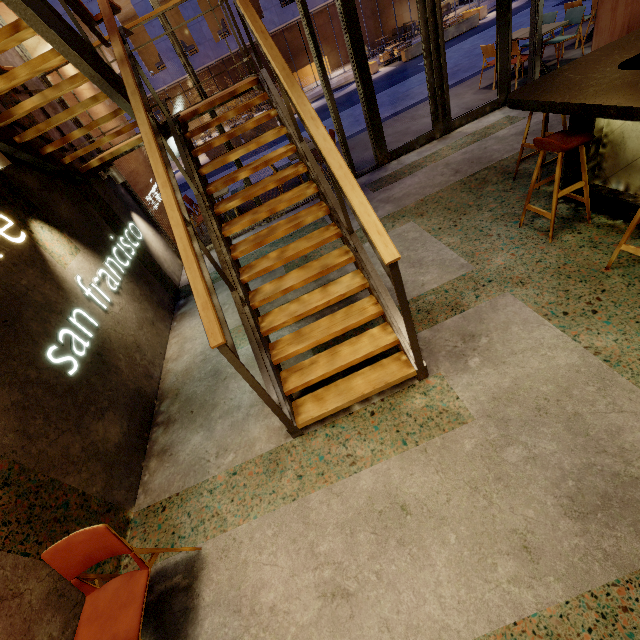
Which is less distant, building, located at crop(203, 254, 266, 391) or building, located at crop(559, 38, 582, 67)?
building, located at crop(203, 254, 266, 391)

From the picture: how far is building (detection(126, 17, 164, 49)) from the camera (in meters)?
16.44

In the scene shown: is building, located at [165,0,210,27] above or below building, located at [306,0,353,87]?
above

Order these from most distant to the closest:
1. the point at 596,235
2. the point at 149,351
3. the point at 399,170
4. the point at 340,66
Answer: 1. the point at 340,66
2. the point at 399,170
3. the point at 149,351
4. the point at 596,235

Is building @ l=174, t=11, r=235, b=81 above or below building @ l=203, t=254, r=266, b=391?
above

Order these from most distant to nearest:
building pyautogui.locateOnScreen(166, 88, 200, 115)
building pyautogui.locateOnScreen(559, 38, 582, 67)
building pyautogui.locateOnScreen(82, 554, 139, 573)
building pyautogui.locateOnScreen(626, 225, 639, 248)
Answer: building pyautogui.locateOnScreen(166, 88, 200, 115) → building pyautogui.locateOnScreen(559, 38, 582, 67) → building pyautogui.locateOnScreen(626, 225, 639, 248) → building pyautogui.locateOnScreen(82, 554, 139, 573)

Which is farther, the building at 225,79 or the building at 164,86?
the building at 225,79

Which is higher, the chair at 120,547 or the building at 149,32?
the building at 149,32
